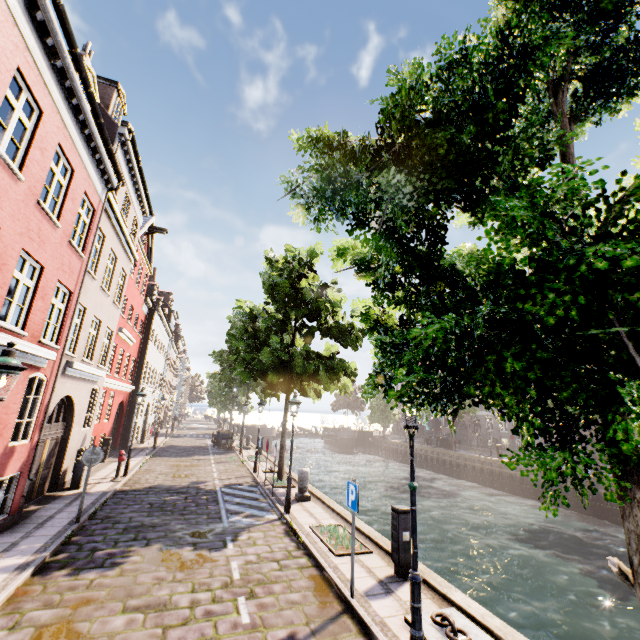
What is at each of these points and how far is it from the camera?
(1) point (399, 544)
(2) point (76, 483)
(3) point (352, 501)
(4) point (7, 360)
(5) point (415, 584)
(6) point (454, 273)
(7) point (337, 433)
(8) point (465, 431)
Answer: (1) electrical box, 6.8m
(2) electrical box, 12.1m
(3) sign, 6.2m
(4) street light, 4.6m
(5) street light, 4.4m
(6) tree, 2.9m
(7) bridge, 47.9m
(8) building, 44.6m

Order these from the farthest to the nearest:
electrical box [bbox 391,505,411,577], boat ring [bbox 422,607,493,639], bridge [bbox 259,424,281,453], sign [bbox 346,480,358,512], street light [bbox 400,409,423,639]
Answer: bridge [bbox 259,424,281,453], electrical box [bbox 391,505,411,577], sign [bbox 346,480,358,512], boat ring [bbox 422,607,493,639], street light [bbox 400,409,423,639]

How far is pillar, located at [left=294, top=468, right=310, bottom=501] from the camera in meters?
12.0

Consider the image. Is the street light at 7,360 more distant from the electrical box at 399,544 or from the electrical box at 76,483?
the electrical box at 76,483

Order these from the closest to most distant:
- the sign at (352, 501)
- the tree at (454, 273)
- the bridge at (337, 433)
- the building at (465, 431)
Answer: the tree at (454, 273), the sign at (352, 501), the building at (465, 431), the bridge at (337, 433)

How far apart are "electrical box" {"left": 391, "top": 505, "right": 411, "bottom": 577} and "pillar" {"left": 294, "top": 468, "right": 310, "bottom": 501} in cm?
569

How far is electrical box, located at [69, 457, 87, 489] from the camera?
12.02m

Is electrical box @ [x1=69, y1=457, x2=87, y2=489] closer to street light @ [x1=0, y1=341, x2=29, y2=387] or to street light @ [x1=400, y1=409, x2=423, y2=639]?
street light @ [x1=0, y1=341, x2=29, y2=387]
